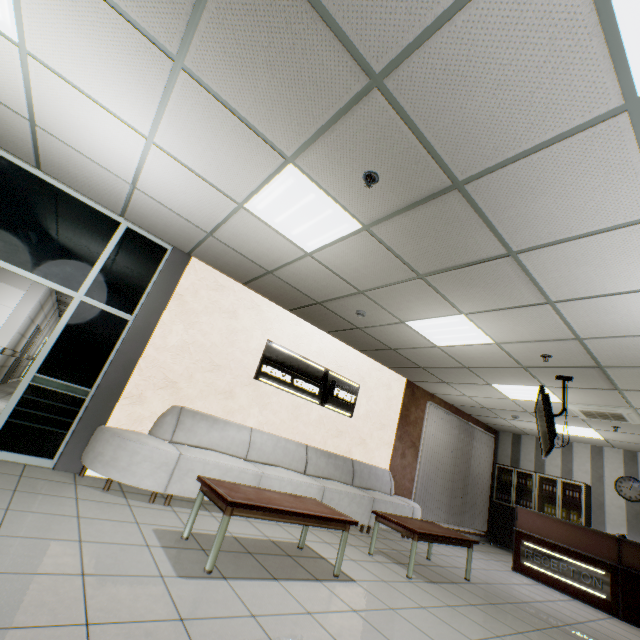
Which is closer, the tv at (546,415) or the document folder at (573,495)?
the tv at (546,415)

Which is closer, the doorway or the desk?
the doorway

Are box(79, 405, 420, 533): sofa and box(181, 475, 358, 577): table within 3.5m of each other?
yes

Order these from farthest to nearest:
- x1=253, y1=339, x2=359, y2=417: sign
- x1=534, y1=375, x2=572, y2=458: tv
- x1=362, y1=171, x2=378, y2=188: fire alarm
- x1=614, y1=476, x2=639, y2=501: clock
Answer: x1=614, y1=476, x2=639, y2=501: clock < x1=253, y1=339, x2=359, y2=417: sign < x1=534, y1=375, x2=572, y2=458: tv < x1=362, y1=171, x2=378, y2=188: fire alarm

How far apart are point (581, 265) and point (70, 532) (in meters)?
4.86

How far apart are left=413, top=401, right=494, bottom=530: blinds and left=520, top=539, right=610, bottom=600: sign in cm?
195

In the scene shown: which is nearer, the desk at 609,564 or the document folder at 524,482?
the desk at 609,564

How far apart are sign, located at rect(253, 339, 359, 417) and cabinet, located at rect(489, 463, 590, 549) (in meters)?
6.13
